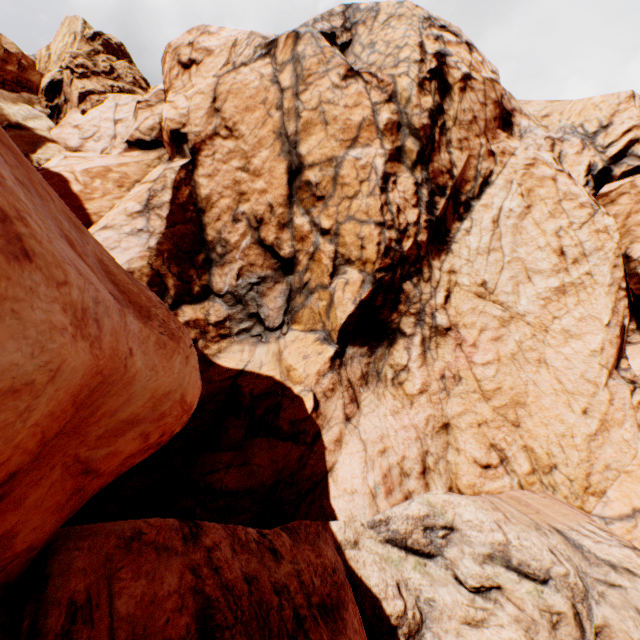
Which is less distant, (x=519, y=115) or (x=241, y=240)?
(x=241, y=240)
